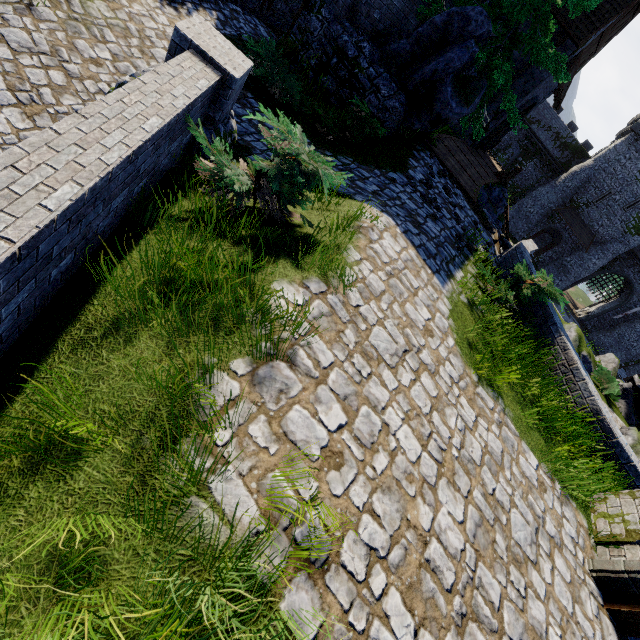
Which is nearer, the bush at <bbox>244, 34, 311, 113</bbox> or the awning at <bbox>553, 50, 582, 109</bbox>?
the bush at <bbox>244, 34, 311, 113</bbox>

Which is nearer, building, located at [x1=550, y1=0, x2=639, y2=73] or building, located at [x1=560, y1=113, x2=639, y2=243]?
building, located at [x1=550, y1=0, x2=639, y2=73]

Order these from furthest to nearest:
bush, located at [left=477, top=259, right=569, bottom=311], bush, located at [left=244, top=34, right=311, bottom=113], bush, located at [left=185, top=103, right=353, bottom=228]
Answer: bush, located at [left=244, top=34, right=311, bottom=113] → bush, located at [left=477, top=259, right=569, bottom=311] → bush, located at [left=185, top=103, right=353, bottom=228]

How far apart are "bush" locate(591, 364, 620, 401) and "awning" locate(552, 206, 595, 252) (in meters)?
26.07

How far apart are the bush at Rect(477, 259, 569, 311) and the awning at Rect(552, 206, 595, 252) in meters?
38.4

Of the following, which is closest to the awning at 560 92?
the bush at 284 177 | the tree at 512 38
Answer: the tree at 512 38

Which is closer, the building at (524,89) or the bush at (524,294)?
the bush at (524,294)

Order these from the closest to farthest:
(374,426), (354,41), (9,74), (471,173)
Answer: (374,426), (9,74), (354,41), (471,173)
